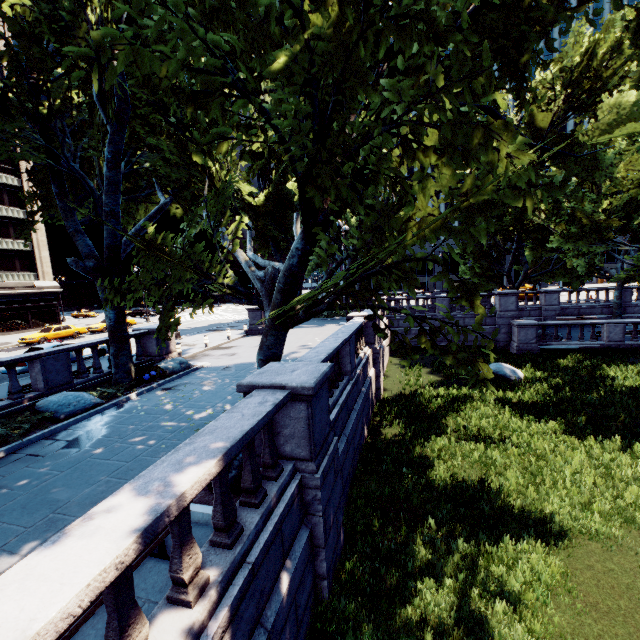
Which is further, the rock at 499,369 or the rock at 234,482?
the rock at 499,369

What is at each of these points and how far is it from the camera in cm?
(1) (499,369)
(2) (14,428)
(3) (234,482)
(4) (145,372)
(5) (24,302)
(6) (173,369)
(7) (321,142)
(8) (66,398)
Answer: (1) rock, 1698
(2) bush, 865
(3) rock, 609
(4) plant, 1373
(5) building, 3897
(6) rock, 1488
(7) tree, 567
(8) rock, 1069

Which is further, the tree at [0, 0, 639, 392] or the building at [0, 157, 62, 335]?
the building at [0, 157, 62, 335]

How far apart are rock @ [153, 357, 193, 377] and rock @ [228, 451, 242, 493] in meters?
9.0

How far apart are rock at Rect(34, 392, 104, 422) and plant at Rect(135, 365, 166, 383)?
1.9m

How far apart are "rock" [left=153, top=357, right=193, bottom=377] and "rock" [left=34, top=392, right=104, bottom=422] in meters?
3.0

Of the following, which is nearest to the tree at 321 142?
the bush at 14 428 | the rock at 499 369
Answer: the bush at 14 428

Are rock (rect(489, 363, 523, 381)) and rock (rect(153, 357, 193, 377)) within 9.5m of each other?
no
